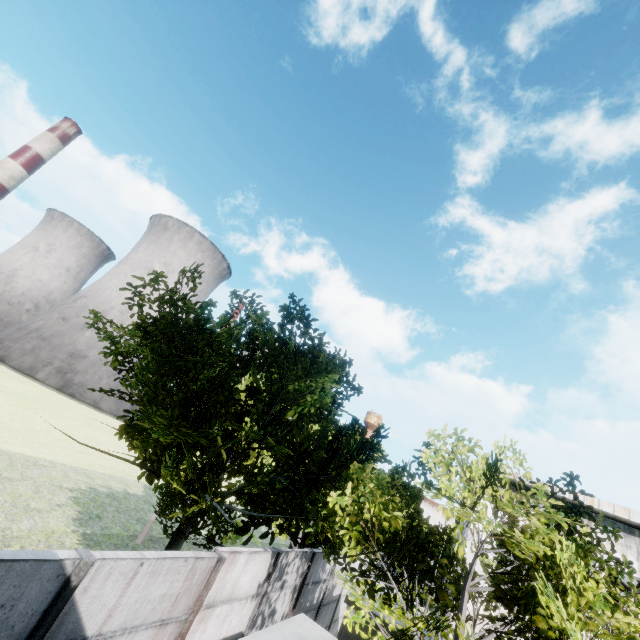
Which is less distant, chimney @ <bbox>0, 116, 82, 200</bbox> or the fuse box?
the fuse box

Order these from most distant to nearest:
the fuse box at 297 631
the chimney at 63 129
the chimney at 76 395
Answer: the chimney at 76 395, the chimney at 63 129, the fuse box at 297 631

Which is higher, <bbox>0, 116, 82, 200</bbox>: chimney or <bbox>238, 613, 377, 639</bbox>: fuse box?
<bbox>0, 116, 82, 200</bbox>: chimney

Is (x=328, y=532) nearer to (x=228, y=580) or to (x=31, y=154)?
(x=228, y=580)

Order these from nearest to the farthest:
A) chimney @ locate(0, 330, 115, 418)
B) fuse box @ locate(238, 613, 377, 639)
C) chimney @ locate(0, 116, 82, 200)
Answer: fuse box @ locate(238, 613, 377, 639) < chimney @ locate(0, 116, 82, 200) < chimney @ locate(0, 330, 115, 418)

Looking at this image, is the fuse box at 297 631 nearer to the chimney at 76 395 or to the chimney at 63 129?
the chimney at 76 395

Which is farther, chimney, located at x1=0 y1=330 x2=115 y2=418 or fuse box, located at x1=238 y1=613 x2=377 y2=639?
chimney, located at x1=0 y1=330 x2=115 y2=418

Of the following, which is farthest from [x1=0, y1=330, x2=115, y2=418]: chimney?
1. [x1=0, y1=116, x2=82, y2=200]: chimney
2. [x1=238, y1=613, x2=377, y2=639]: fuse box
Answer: [x1=238, y1=613, x2=377, y2=639]: fuse box
